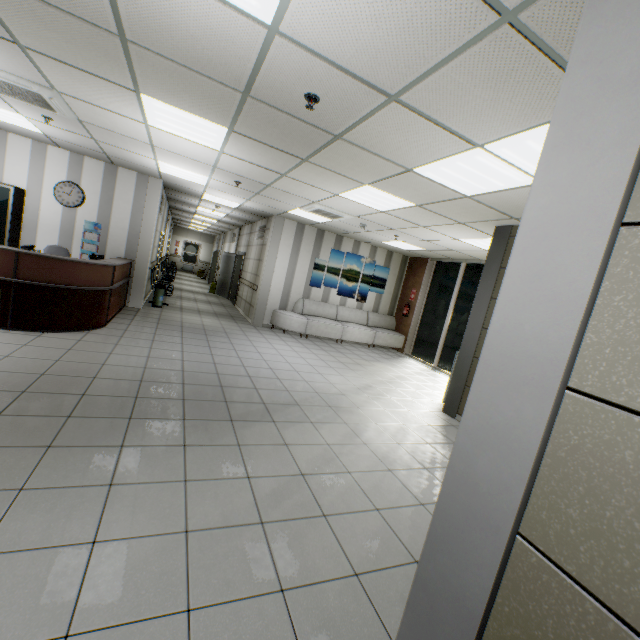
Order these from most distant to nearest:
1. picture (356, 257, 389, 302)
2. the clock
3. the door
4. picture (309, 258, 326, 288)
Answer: the door, picture (356, 257, 389, 302), picture (309, 258, 326, 288), the clock

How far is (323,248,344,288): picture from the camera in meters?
10.2 m

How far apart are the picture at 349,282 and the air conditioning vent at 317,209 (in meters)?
2.22

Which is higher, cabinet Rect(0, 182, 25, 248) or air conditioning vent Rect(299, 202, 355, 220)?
air conditioning vent Rect(299, 202, 355, 220)

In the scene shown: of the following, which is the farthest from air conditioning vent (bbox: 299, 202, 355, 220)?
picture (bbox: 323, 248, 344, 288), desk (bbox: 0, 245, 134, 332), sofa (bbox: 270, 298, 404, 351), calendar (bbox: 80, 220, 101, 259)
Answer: calendar (bbox: 80, 220, 101, 259)

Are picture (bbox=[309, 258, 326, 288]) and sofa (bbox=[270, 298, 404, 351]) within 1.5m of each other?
yes

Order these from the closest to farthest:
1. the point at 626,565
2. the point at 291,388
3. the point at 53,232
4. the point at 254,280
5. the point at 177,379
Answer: the point at 626,565, the point at 177,379, the point at 291,388, the point at 53,232, the point at 254,280

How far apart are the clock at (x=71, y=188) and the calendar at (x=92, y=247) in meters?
0.3 m
